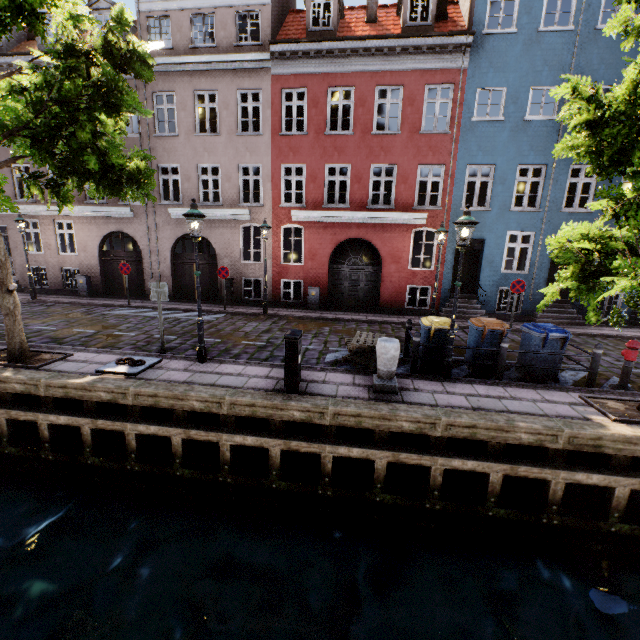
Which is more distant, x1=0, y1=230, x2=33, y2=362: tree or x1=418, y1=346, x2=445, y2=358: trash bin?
x1=418, y1=346, x2=445, y2=358: trash bin

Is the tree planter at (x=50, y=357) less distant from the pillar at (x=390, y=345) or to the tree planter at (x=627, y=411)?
the pillar at (x=390, y=345)

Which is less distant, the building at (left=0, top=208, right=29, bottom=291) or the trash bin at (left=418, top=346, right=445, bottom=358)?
the trash bin at (left=418, top=346, right=445, bottom=358)

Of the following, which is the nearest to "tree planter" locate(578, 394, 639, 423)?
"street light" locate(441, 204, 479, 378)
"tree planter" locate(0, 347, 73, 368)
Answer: "street light" locate(441, 204, 479, 378)

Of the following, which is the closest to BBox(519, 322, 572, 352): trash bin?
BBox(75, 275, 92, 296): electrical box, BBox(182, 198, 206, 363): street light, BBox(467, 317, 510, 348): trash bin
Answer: BBox(467, 317, 510, 348): trash bin

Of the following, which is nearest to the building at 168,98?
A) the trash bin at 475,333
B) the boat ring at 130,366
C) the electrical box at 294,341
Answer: the trash bin at 475,333

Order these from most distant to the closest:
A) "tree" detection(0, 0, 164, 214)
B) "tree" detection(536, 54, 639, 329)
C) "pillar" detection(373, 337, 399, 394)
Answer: "pillar" detection(373, 337, 399, 394) → "tree" detection(0, 0, 164, 214) → "tree" detection(536, 54, 639, 329)

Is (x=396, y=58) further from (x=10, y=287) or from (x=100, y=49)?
(x=10, y=287)
